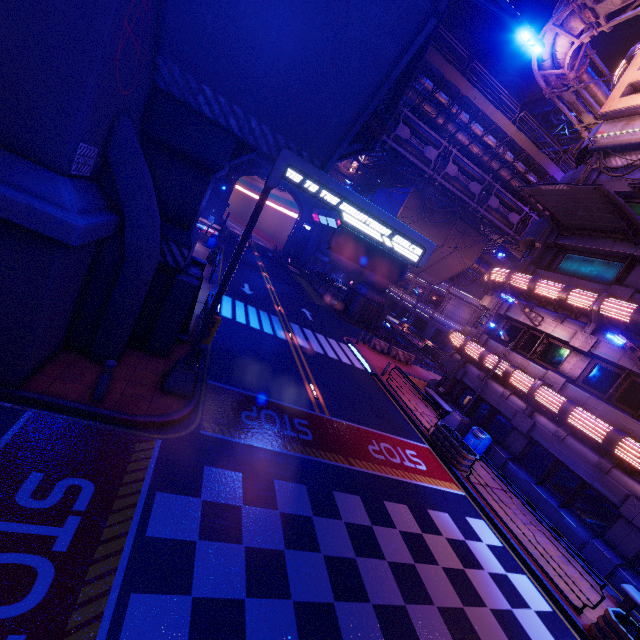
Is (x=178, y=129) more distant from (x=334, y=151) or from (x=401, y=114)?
(x=401, y=114)

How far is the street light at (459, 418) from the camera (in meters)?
16.34

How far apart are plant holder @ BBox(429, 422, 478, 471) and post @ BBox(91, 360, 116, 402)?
13.1 meters

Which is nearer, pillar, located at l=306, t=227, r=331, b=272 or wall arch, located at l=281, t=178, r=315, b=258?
wall arch, located at l=281, t=178, r=315, b=258

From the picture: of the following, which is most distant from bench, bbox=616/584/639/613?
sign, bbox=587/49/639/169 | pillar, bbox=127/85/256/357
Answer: pillar, bbox=127/85/256/357

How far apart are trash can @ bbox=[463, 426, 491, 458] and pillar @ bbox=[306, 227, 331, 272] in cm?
4488

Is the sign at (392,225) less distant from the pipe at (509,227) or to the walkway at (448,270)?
the pipe at (509,227)

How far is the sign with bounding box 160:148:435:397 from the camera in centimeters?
820cm
